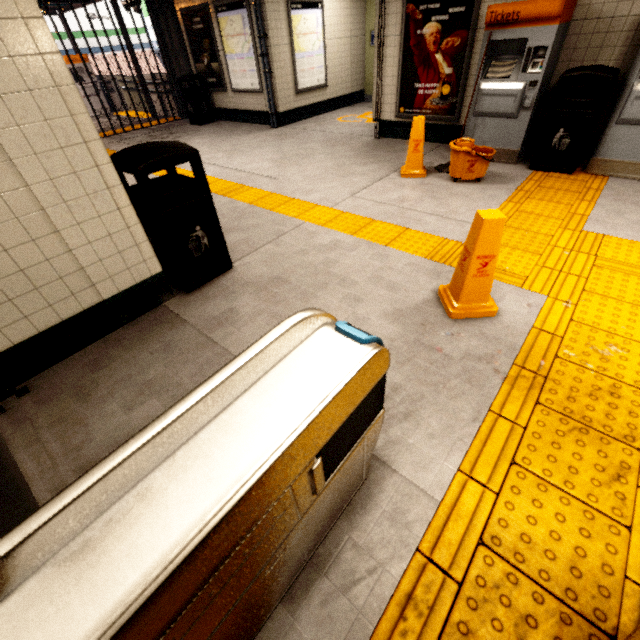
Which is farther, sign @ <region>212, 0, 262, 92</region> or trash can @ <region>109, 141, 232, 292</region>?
sign @ <region>212, 0, 262, 92</region>

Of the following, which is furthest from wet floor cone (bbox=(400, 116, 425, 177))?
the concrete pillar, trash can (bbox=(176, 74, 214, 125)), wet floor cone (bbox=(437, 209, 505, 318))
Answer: the concrete pillar

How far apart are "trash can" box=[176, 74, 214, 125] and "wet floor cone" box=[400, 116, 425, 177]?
7.33m

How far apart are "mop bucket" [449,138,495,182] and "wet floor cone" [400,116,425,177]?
0.4 meters

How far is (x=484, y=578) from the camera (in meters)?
1.35

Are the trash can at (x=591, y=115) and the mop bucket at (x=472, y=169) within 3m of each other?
yes

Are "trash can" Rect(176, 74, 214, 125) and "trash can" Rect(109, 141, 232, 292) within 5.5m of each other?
no

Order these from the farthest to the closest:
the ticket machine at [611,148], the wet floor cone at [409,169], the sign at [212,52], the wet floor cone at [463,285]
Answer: the sign at [212,52] < the wet floor cone at [409,169] < the ticket machine at [611,148] < the wet floor cone at [463,285]
